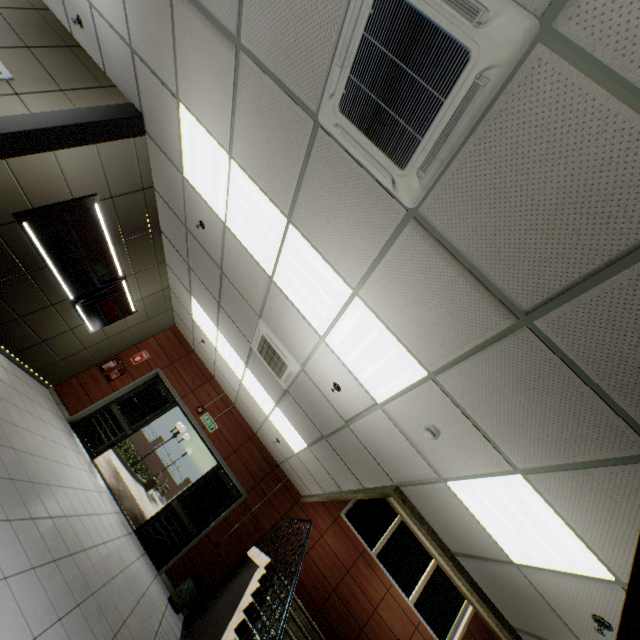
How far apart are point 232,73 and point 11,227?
3.99m

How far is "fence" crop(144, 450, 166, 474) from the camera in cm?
2764

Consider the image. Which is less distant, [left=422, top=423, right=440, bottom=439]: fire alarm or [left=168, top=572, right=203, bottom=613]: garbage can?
[left=422, top=423, right=440, bottom=439]: fire alarm

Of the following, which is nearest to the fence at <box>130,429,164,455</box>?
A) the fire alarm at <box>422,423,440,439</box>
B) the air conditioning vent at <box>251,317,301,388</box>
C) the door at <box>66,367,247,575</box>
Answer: the door at <box>66,367,247,575</box>

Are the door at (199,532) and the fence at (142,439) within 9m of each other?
no

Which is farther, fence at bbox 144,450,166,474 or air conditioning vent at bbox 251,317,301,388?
fence at bbox 144,450,166,474

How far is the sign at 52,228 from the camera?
4.65m

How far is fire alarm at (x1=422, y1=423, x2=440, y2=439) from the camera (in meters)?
3.04
